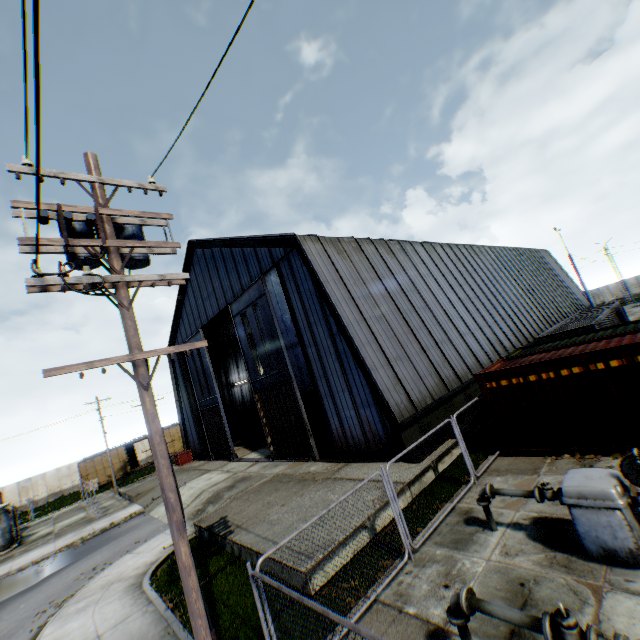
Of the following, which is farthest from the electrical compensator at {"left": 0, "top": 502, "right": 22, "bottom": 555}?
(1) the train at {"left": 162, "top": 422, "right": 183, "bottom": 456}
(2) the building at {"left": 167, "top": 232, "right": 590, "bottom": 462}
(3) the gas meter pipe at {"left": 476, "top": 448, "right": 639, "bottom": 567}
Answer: (3) the gas meter pipe at {"left": 476, "top": 448, "right": 639, "bottom": 567}

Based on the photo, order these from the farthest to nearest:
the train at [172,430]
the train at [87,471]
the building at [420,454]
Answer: the train at [172,430] < the train at [87,471] < the building at [420,454]

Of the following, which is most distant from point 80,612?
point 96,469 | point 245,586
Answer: point 96,469

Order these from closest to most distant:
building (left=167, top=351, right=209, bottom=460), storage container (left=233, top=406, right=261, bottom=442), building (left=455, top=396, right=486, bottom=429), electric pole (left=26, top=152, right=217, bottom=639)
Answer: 1. electric pole (left=26, top=152, right=217, bottom=639)
2. building (left=455, top=396, right=486, bottom=429)
3. building (left=167, top=351, right=209, bottom=460)
4. storage container (left=233, top=406, right=261, bottom=442)

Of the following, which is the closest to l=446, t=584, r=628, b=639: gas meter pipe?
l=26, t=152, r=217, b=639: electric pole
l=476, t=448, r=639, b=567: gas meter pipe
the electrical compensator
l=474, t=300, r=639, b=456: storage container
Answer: l=476, t=448, r=639, b=567: gas meter pipe

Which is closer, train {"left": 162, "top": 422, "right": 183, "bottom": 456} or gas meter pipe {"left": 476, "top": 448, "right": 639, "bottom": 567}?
gas meter pipe {"left": 476, "top": 448, "right": 639, "bottom": 567}

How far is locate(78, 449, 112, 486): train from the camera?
37.6m

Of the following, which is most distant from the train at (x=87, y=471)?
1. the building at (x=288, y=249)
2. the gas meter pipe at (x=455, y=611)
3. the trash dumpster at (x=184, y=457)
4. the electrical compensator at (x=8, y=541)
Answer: the gas meter pipe at (x=455, y=611)
